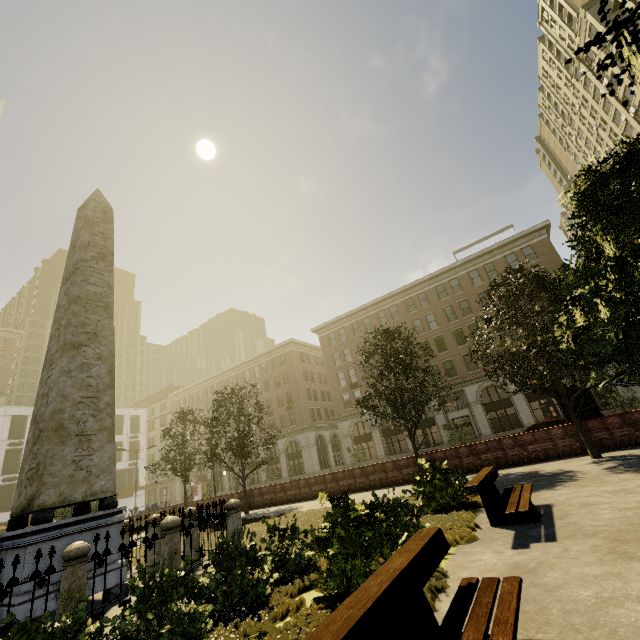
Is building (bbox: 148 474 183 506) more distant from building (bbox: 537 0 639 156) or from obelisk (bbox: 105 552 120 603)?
obelisk (bbox: 105 552 120 603)

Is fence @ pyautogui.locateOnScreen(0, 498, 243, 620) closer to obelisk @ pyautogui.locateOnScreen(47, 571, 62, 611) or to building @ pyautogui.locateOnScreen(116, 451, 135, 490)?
obelisk @ pyautogui.locateOnScreen(47, 571, 62, 611)

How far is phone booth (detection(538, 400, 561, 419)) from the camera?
29.17m

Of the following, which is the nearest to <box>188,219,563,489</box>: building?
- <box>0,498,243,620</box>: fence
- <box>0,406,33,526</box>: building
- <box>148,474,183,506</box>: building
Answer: <box>148,474,183,506</box>: building

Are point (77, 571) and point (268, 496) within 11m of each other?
no

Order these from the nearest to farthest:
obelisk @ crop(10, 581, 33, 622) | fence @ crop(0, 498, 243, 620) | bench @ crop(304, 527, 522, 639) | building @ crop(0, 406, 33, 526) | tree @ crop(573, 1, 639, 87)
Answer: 1. tree @ crop(573, 1, 639, 87)
2. bench @ crop(304, 527, 522, 639)
3. fence @ crop(0, 498, 243, 620)
4. obelisk @ crop(10, 581, 33, 622)
5. building @ crop(0, 406, 33, 526)

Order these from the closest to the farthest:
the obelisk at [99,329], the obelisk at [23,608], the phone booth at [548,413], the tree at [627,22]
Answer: the tree at [627,22], the obelisk at [23,608], the obelisk at [99,329], the phone booth at [548,413]

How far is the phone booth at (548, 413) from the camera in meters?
29.2
